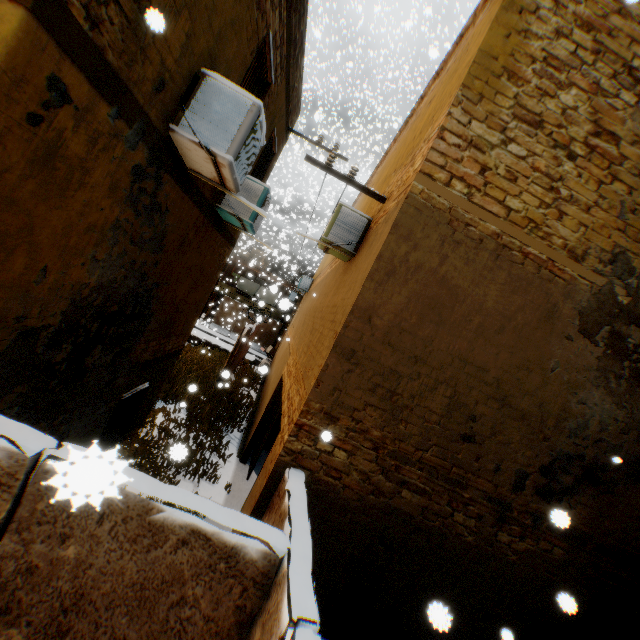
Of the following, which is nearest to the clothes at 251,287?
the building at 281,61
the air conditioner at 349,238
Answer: the building at 281,61

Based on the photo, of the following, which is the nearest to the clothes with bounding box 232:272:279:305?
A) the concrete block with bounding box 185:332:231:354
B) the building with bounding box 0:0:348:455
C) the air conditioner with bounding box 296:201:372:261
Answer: the building with bounding box 0:0:348:455

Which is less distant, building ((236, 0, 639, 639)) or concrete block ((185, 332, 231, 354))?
building ((236, 0, 639, 639))

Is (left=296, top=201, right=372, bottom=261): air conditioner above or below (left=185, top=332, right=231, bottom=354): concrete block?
above

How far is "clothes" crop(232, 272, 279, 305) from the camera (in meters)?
31.38

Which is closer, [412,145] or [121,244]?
[121,244]

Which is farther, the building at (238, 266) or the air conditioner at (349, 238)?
the building at (238, 266)

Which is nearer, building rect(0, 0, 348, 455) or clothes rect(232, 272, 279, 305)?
building rect(0, 0, 348, 455)
